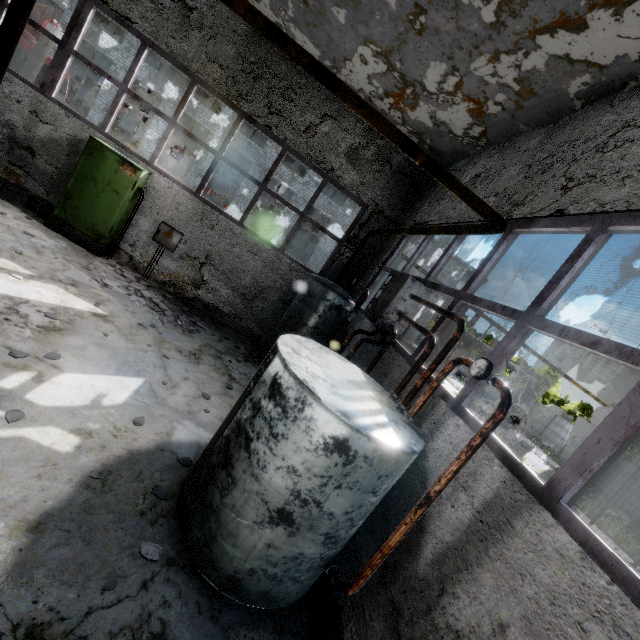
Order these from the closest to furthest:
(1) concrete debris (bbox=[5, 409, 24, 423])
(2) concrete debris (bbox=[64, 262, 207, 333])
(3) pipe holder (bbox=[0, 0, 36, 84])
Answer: (3) pipe holder (bbox=[0, 0, 36, 84]) < (1) concrete debris (bbox=[5, 409, 24, 423]) < (2) concrete debris (bbox=[64, 262, 207, 333])

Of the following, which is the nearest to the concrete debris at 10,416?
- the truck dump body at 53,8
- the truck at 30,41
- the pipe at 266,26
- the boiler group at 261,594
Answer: the boiler group at 261,594

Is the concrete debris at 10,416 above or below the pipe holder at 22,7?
below

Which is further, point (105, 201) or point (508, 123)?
point (105, 201)

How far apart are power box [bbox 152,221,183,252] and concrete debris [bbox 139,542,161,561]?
7.3 meters

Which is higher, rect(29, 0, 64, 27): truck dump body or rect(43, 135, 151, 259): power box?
rect(29, 0, 64, 27): truck dump body

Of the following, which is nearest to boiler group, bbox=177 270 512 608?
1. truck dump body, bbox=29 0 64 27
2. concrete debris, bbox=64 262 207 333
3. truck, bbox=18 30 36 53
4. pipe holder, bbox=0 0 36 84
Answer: concrete debris, bbox=64 262 207 333

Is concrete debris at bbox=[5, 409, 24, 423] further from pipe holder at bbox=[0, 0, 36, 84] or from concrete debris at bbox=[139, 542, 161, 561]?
concrete debris at bbox=[139, 542, 161, 561]
